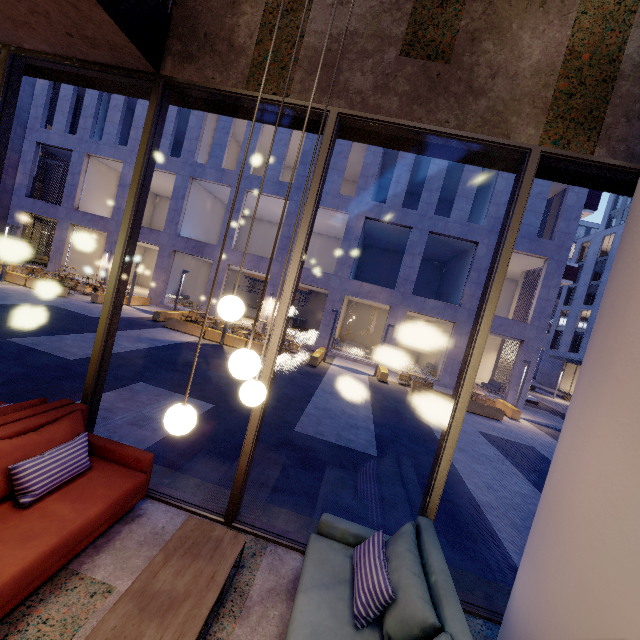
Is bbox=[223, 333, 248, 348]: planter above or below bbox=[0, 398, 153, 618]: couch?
below

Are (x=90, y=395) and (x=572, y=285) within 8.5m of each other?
no

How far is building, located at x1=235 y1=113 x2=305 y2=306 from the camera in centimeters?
2055cm

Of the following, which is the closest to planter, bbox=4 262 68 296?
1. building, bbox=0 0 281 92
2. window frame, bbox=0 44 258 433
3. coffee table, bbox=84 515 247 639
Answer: building, bbox=0 0 281 92

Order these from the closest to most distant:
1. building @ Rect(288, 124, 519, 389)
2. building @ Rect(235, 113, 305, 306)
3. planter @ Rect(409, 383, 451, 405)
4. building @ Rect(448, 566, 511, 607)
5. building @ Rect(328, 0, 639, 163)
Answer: building @ Rect(328, 0, 639, 163)
building @ Rect(448, 566, 511, 607)
planter @ Rect(409, 383, 451, 405)
building @ Rect(288, 124, 519, 389)
building @ Rect(235, 113, 305, 306)

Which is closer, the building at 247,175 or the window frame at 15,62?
the window frame at 15,62

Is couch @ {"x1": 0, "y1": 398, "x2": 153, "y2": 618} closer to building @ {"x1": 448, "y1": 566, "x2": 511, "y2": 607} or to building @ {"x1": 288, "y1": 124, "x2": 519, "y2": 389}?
building @ {"x1": 448, "y1": 566, "x2": 511, "y2": 607}

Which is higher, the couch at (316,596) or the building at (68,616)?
the couch at (316,596)
